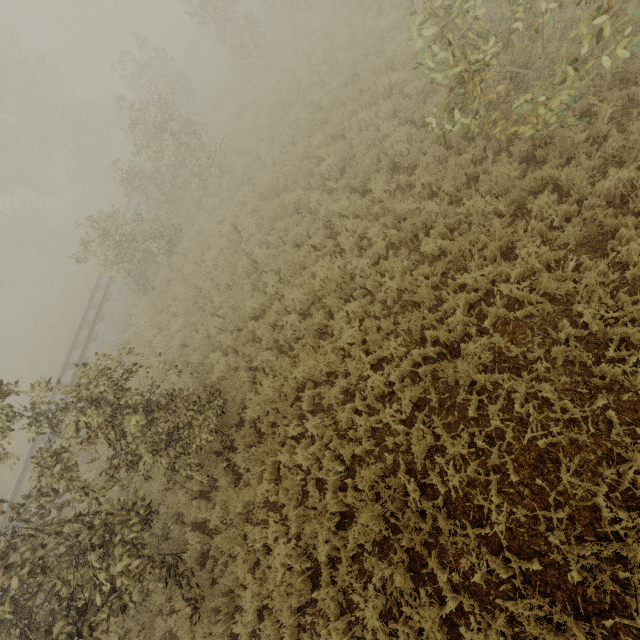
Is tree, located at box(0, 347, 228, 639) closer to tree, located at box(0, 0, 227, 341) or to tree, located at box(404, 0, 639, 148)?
tree, located at box(404, 0, 639, 148)

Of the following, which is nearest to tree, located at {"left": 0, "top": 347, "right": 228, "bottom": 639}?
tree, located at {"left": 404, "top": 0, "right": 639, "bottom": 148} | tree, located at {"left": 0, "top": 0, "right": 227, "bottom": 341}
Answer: tree, located at {"left": 404, "top": 0, "right": 639, "bottom": 148}

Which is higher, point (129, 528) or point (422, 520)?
point (129, 528)

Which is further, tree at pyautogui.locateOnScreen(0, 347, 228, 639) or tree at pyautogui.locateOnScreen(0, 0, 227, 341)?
tree at pyautogui.locateOnScreen(0, 0, 227, 341)

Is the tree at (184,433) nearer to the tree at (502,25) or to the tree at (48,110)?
the tree at (502,25)

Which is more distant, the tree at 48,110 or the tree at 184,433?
the tree at 48,110

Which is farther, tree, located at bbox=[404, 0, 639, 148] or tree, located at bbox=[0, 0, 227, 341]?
tree, located at bbox=[0, 0, 227, 341]
